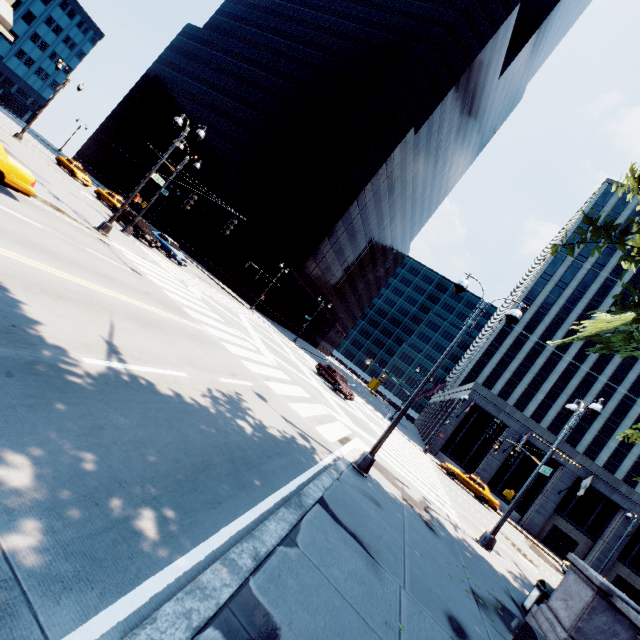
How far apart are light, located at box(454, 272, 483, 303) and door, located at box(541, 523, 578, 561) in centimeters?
3570cm

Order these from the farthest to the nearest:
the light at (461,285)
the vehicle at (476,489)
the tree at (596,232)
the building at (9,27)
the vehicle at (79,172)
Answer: the vehicle at (79,172), the vehicle at (476,489), the building at (9,27), the light at (461,285), the tree at (596,232)

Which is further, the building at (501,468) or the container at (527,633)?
the building at (501,468)

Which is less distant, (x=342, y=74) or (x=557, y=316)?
(x=342, y=74)

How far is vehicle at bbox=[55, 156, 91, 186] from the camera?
34.1 meters

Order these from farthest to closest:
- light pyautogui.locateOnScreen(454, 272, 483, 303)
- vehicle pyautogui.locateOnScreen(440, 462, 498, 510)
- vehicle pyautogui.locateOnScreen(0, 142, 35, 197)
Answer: vehicle pyautogui.locateOnScreen(440, 462, 498, 510) < light pyautogui.locateOnScreen(454, 272, 483, 303) < vehicle pyautogui.locateOnScreen(0, 142, 35, 197)

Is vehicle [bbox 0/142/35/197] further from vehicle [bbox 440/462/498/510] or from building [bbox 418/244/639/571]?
building [bbox 418/244/639/571]

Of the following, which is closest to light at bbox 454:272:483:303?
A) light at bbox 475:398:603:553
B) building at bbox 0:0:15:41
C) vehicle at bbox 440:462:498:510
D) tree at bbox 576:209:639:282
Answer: tree at bbox 576:209:639:282
